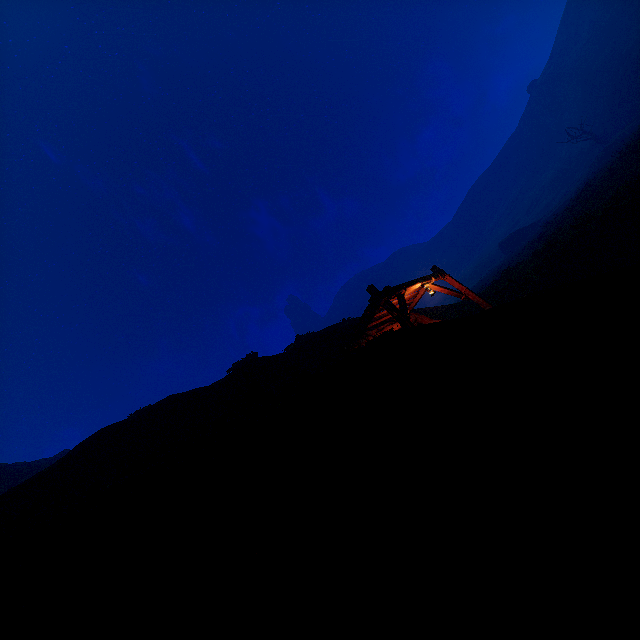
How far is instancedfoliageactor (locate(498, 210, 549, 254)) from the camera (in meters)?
50.53

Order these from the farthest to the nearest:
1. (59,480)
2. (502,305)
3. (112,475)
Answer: (59,480), (112,475), (502,305)

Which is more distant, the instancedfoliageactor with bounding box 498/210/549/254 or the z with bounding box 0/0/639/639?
the instancedfoliageactor with bounding box 498/210/549/254

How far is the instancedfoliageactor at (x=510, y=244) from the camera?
50.5 meters

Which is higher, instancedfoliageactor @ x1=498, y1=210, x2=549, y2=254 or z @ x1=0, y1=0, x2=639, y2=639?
instancedfoliageactor @ x1=498, y1=210, x2=549, y2=254

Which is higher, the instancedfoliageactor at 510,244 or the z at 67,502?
the instancedfoliageactor at 510,244
